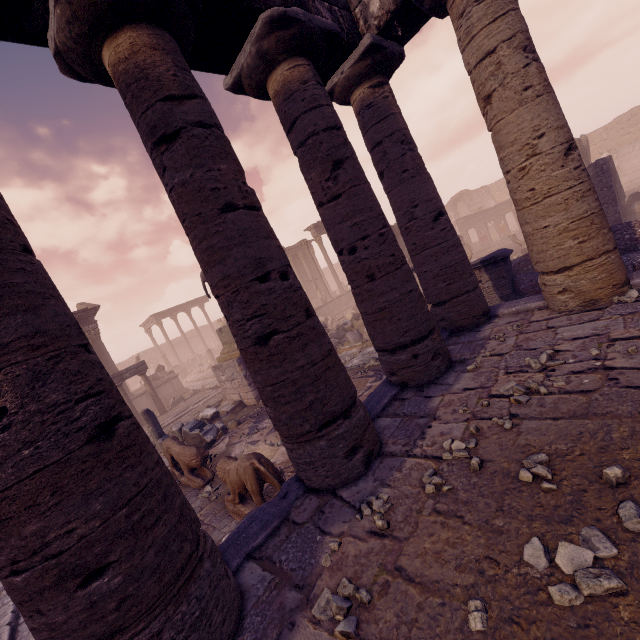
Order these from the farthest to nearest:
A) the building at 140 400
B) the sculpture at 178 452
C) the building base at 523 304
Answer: the building at 140 400
the sculpture at 178 452
the building base at 523 304

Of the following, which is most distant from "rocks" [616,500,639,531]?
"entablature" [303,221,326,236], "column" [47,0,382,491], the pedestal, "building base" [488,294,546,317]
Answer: "entablature" [303,221,326,236]

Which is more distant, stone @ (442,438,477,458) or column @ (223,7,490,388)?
column @ (223,7,490,388)

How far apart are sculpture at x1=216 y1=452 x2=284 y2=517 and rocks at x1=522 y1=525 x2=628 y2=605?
3.1 meters

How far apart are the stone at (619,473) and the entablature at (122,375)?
18.6m

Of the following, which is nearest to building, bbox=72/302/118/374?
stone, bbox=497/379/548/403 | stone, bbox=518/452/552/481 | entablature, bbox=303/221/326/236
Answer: entablature, bbox=303/221/326/236

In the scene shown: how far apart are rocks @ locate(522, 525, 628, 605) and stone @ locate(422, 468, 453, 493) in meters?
0.8 m

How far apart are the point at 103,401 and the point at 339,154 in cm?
422
